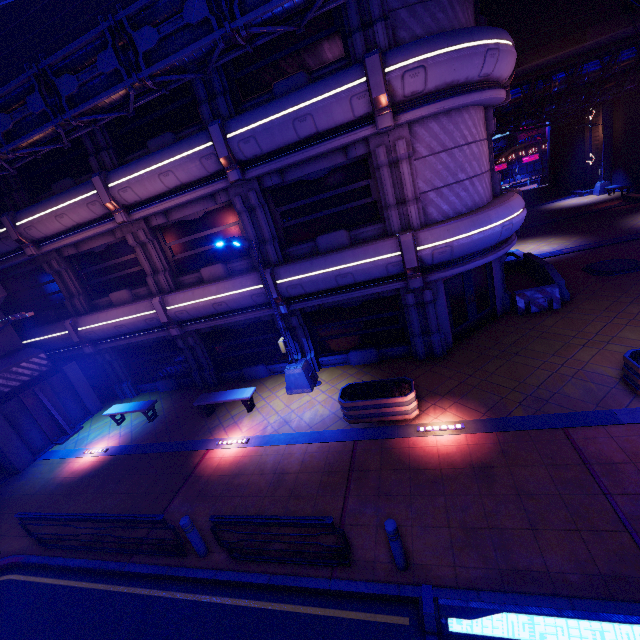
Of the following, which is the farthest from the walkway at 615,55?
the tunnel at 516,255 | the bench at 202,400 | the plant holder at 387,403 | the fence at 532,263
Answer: the bench at 202,400

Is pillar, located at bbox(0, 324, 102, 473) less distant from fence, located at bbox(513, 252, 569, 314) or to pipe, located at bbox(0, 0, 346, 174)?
pipe, located at bbox(0, 0, 346, 174)

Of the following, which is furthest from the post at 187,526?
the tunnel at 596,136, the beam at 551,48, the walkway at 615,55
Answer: the tunnel at 596,136

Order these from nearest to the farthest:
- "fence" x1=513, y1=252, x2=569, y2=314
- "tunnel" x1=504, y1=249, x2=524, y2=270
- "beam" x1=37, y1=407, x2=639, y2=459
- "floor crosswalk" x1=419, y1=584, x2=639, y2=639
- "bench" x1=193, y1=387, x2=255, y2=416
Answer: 1. "floor crosswalk" x1=419, y1=584, x2=639, y2=639
2. "beam" x1=37, y1=407, x2=639, y2=459
3. "bench" x1=193, y1=387, x2=255, y2=416
4. "fence" x1=513, y1=252, x2=569, y2=314
5. "tunnel" x1=504, y1=249, x2=524, y2=270

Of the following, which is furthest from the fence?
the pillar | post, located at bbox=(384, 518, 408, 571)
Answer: the pillar

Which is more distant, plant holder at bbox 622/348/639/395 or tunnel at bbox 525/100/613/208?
tunnel at bbox 525/100/613/208

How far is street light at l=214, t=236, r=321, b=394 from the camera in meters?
10.0 m

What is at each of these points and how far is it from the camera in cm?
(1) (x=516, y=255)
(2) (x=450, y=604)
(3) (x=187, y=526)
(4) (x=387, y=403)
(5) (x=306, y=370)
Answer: (1) tunnel, 1862
(2) floor crosswalk, 507
(3) post, 673
(4) plant holder, 907
(5) street light, 1216
